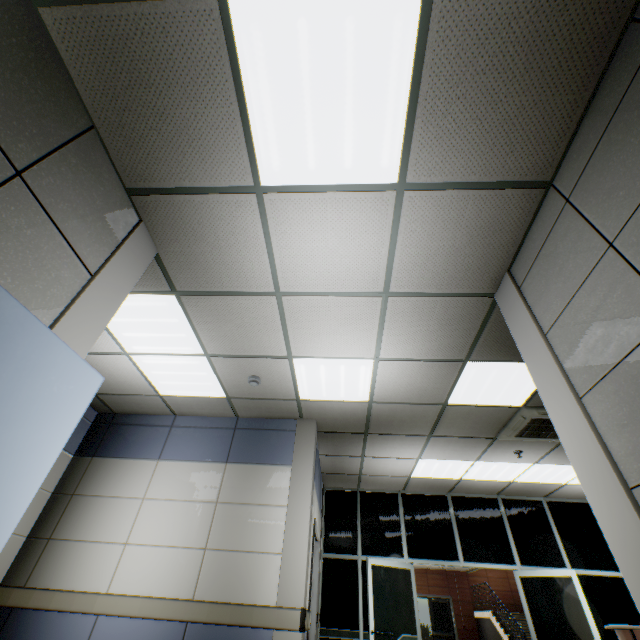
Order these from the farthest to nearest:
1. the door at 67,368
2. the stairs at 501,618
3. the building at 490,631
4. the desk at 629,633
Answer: the building at 490,631 → the stairs at 501,618 → the desk at 629,633 → the door at 67,368

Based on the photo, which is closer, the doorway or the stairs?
the doorway

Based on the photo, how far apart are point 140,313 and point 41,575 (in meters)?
3.37

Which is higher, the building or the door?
the door

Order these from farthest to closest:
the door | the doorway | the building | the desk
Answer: the building → the doorway → the desk → the door

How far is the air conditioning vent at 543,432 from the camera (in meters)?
4.26

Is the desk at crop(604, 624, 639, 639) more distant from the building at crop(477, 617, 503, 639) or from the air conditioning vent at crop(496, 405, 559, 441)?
the building at crop(477, 617, 503, 639)

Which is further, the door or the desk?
the desk
